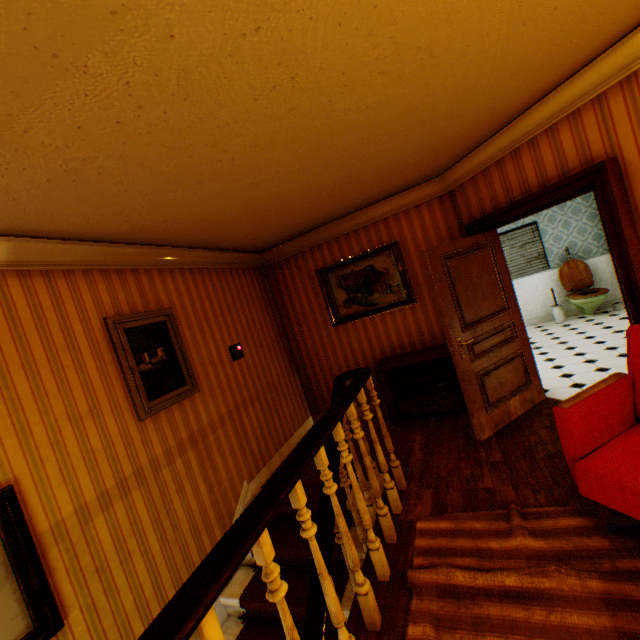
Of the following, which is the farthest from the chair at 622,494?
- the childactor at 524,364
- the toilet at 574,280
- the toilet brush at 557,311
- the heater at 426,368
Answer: the toilet brush at 557,311

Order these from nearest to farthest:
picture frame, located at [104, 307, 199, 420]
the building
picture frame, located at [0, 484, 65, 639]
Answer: the building < picture frame, located at [0, 484, 65, 639] < picture frame, located at [104, 307, 199, 420]

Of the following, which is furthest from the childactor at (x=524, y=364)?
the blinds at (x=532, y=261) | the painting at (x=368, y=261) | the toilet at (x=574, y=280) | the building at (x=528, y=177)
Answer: the blinds at (x=532, y=261)

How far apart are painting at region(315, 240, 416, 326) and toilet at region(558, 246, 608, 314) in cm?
430

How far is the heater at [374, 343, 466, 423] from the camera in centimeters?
442cm

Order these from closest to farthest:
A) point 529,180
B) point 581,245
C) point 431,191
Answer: point 529,180 < point 431,191 < point 581,245

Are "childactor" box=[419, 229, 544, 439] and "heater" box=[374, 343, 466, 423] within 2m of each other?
yes

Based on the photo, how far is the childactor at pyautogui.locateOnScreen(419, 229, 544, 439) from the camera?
3.6 meters
